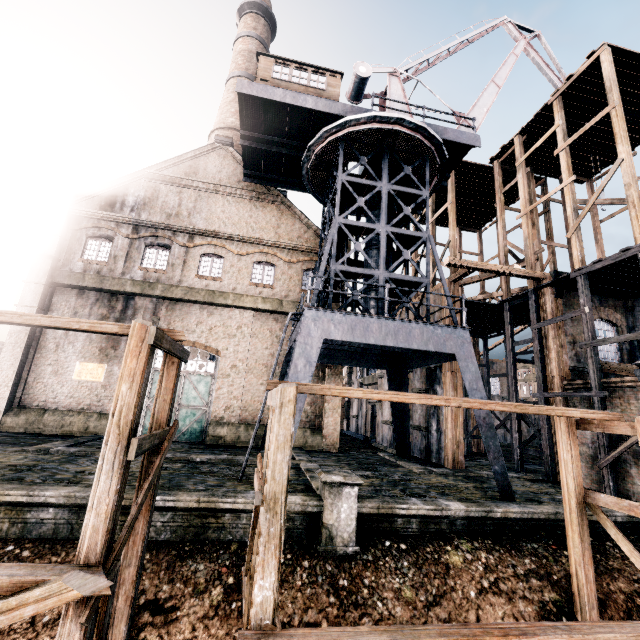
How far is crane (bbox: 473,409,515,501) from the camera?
11.76m

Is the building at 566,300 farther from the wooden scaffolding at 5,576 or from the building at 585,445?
the wooden scaffolding at 5,576

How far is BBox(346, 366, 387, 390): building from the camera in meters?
30.1

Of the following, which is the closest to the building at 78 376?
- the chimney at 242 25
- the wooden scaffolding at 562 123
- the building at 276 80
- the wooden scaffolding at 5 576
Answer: the wooden scaffolding at 562 123

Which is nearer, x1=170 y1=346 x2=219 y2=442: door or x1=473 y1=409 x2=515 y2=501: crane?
x1=473 y1=409 x2=515 y2=501: crane

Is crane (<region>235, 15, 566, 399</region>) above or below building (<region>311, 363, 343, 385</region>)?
above

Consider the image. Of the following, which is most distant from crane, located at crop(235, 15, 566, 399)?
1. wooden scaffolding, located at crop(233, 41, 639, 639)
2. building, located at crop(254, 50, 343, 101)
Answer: wooden scaffolding, located at crop(233, 41, 639, 639)

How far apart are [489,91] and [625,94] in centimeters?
777cm
